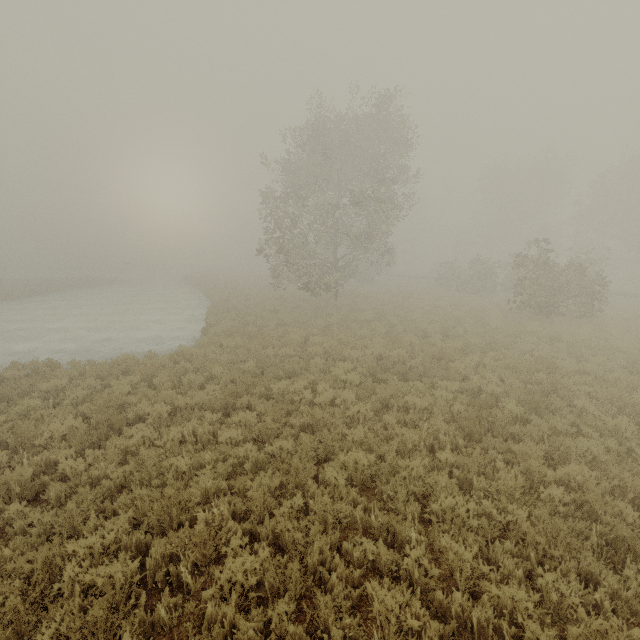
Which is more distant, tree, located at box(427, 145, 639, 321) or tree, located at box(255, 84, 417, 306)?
tree, located at box(255, 84, 417, 306)

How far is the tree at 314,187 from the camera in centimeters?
1975cm

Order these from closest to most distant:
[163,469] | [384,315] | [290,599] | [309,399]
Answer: [290,599] → [163,469] → [309,399] → [384,315]

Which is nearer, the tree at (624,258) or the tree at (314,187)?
the tree at (624,258)

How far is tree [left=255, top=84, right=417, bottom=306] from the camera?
→ 19.8m
